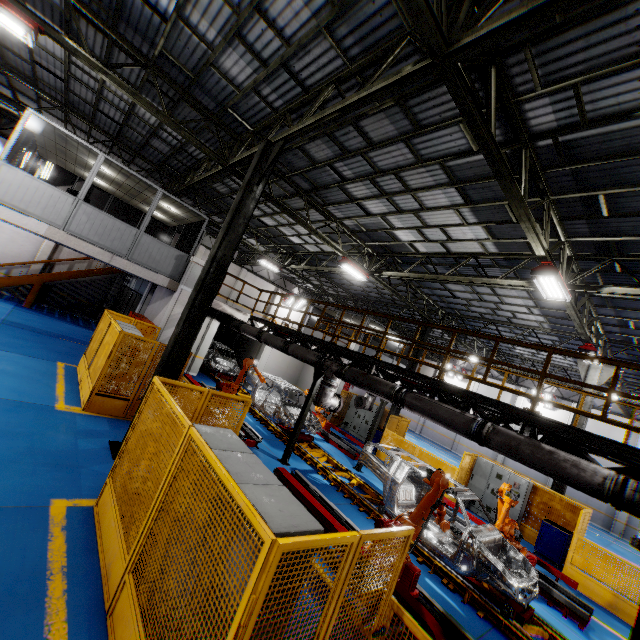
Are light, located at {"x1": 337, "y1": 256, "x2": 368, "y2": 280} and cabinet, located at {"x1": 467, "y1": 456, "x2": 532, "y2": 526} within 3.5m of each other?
no

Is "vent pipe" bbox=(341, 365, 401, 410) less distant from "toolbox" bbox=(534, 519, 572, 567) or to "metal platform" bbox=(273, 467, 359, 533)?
"metal platform" bbox=(273, 467, 359, 533)

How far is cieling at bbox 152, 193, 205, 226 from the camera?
13.1m

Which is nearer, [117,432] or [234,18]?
[234,18]

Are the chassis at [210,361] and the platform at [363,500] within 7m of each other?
yes

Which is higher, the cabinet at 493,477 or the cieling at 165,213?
the cieling at 165,213

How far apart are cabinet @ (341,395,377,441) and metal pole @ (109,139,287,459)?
13.4m

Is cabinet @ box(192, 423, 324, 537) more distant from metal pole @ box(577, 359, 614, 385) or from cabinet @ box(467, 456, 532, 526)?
metal pole @ box(577, 359, 614, 385)
